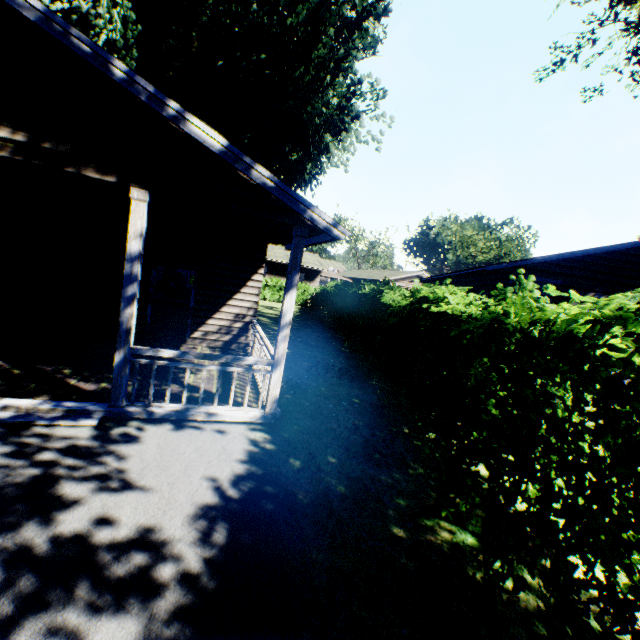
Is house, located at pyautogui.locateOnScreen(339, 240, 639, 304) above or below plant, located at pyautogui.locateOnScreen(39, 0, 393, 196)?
below

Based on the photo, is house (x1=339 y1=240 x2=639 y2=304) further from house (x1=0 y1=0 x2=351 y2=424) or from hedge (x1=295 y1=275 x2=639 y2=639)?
house (x1=0 y1=0 x2=351 y2=424)

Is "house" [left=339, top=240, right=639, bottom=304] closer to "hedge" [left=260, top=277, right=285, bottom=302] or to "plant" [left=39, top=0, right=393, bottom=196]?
"hedge" [left=260, top=277, right=285, bottom=302]

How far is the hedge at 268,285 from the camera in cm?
3110

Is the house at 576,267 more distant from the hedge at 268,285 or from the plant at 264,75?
the plant at 264,75

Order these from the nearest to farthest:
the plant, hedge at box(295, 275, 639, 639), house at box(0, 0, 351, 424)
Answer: hedge at box(295, 275, 639, 639) < house at box(0, 0, 351, 424) < the plant

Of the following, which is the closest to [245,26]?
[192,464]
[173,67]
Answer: [173,67]
